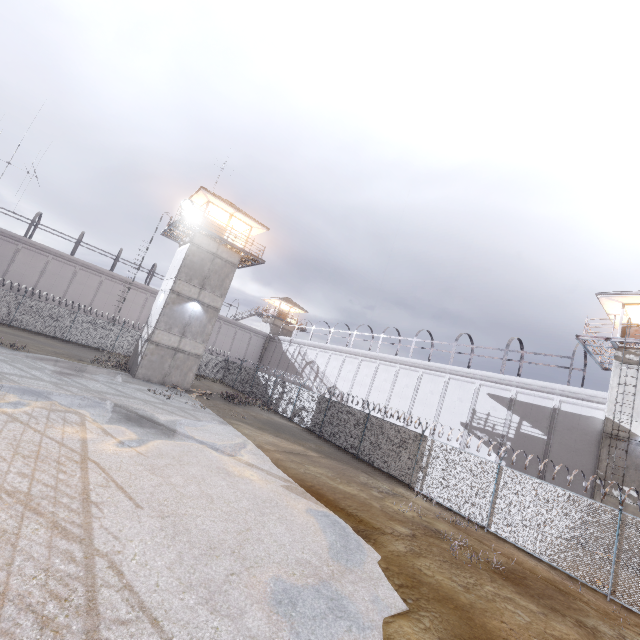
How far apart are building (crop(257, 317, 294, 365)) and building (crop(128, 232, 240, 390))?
23.62m

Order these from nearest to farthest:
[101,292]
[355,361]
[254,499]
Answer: [254,499] → [355,361] → [101,292]

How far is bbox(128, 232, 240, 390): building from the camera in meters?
23.6 m

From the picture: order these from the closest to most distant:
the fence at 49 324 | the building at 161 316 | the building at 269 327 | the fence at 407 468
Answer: the fence at 407 468
the building at 161 316
the fence at 49 324
the building at 269 327

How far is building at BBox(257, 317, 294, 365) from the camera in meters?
49.6 m

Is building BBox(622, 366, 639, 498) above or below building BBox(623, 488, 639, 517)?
above

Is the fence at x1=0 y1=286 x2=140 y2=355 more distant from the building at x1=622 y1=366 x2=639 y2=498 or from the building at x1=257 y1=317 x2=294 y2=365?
the building at x1=257 y1=317 x2=294 y2=365

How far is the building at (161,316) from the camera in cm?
2356
